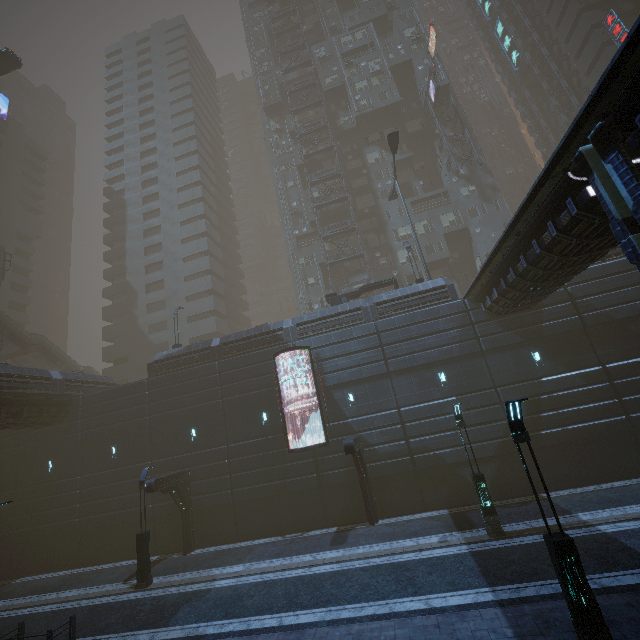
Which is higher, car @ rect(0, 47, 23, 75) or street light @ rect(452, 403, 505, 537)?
car @ rect(0, 47, 23, 75)

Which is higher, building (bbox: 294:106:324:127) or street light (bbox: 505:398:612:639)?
building (bbox: 294:106:324:127)

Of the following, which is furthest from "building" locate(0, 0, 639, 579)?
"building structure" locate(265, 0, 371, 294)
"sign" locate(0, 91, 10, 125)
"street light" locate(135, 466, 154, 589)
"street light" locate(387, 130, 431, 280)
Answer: "sign" locate(0, 91, 10, 125)

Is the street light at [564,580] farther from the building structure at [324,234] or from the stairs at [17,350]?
the stairs at [17,350]

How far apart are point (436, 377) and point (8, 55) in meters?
48.2

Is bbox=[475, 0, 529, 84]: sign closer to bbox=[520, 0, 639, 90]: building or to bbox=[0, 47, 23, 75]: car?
bbox=[520, 0, 639, 90]: building

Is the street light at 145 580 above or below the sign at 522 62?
below

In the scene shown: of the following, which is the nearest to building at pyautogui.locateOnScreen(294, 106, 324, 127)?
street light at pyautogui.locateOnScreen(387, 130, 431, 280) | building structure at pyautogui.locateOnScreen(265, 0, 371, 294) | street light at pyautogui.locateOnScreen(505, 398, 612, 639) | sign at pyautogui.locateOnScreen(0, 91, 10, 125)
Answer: building structure at pyautogui.locateOnScreen(265, 0, 371, 294)
